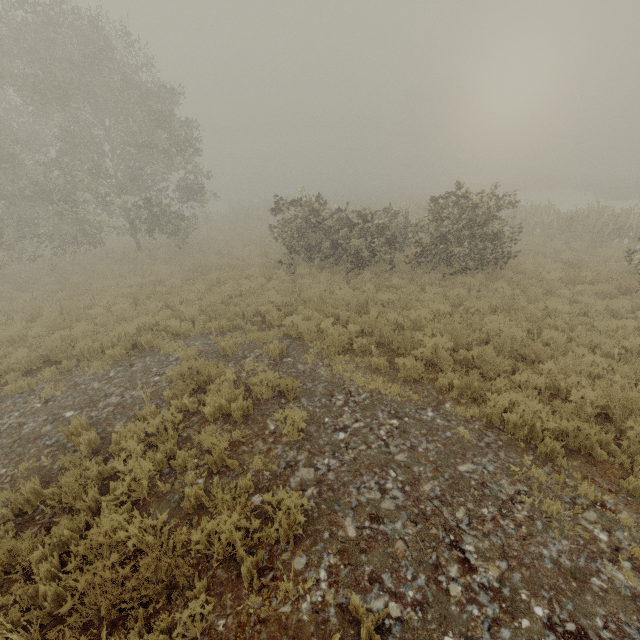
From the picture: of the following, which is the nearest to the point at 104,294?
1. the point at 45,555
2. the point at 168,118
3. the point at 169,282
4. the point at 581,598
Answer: the point at 169,282
